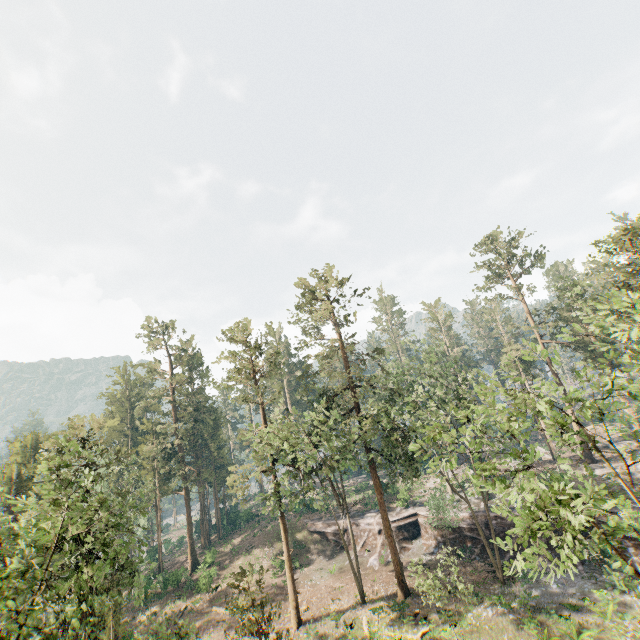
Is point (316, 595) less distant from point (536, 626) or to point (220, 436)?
point (536, 626)

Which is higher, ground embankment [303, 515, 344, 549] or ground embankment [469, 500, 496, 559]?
ground embankment [469, 500, 496, 559]

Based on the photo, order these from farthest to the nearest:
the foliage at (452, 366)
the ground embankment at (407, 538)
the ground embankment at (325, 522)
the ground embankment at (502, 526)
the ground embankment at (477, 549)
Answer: the ground embankment at (325, 522), the ground embankment at (407, 538), the ground embankment at (477, 549), the ground embankment at (502, 526), the foliage at (452, 366)

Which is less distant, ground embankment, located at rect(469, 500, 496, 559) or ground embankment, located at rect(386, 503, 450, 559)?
ground embankment, located at rect(469, 500, 496, 559)

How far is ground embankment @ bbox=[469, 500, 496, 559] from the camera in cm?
3256

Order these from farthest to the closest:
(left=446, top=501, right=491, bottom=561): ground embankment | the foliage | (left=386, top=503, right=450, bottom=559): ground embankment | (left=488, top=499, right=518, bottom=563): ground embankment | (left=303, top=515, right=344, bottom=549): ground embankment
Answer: (left=303, top=515, right=344, bottom=549): ground embankment < (left=386, top=503, right=450, bottom=559): ground embankment < (left=446, top=501, right=491, bottom=561): ground embankment < (left=488, top=499, right=518, bottom=563): ground embankment < the foliage

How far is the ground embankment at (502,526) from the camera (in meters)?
30.81
